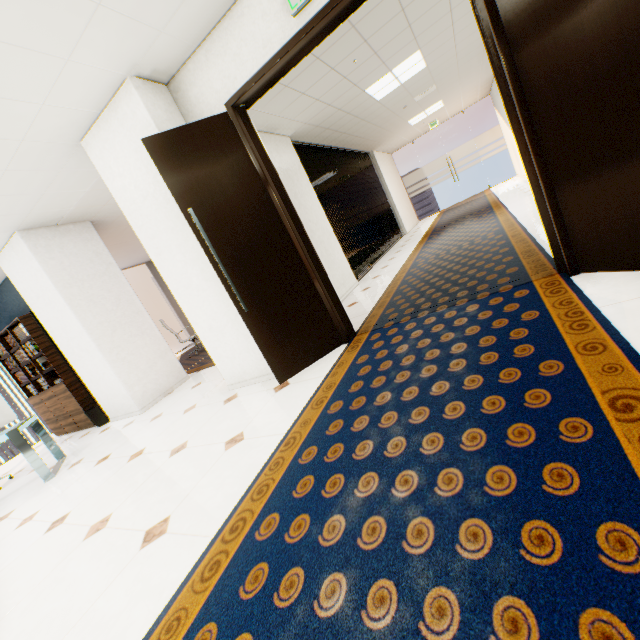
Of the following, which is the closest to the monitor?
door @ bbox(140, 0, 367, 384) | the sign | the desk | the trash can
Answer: the desk

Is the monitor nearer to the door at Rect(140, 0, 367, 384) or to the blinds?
the door at Rect(140, 0, 367, 384)

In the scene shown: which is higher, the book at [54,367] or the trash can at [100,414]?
the book at [54,367]

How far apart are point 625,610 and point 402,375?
1.5 meters

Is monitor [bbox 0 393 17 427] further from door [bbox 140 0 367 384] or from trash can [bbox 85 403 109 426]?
door [bbox 140 0 367 384]

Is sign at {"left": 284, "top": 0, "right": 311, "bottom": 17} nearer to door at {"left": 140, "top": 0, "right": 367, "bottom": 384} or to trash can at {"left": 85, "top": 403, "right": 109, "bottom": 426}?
door at {"left": 140, "top": 0, "right": 367, "bottom": 384}

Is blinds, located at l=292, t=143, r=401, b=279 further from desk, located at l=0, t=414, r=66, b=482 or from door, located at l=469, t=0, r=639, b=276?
desk, located at l=0, t=414, r=66, b=482

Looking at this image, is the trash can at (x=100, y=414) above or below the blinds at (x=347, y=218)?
below
